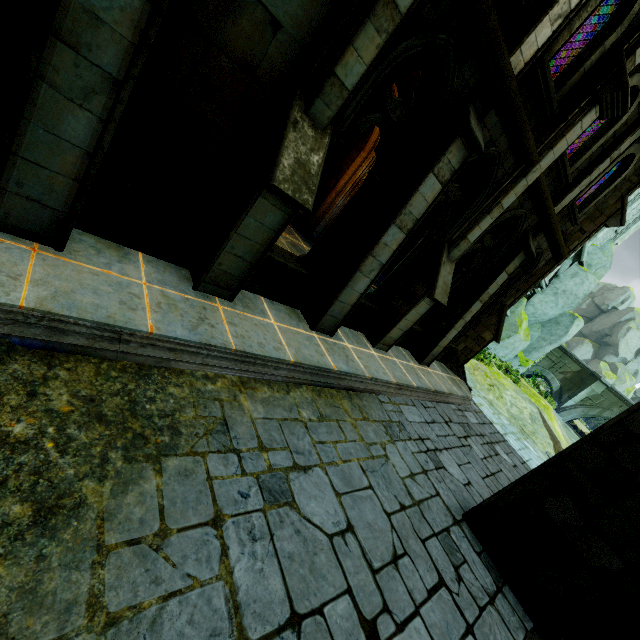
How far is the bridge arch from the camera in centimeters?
2944cm

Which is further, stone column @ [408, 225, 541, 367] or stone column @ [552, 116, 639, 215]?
stone column @ [408, 225, 541, 367]

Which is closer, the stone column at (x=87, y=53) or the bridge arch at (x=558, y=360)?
the stone column at (x=87, y=53)

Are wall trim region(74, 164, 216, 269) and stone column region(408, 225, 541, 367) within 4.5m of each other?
no

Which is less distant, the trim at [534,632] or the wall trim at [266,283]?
the trim at [534,632]

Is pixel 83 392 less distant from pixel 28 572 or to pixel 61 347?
pixel 61 347

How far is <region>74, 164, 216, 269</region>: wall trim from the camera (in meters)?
4.05

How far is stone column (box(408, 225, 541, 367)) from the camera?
9.2m
